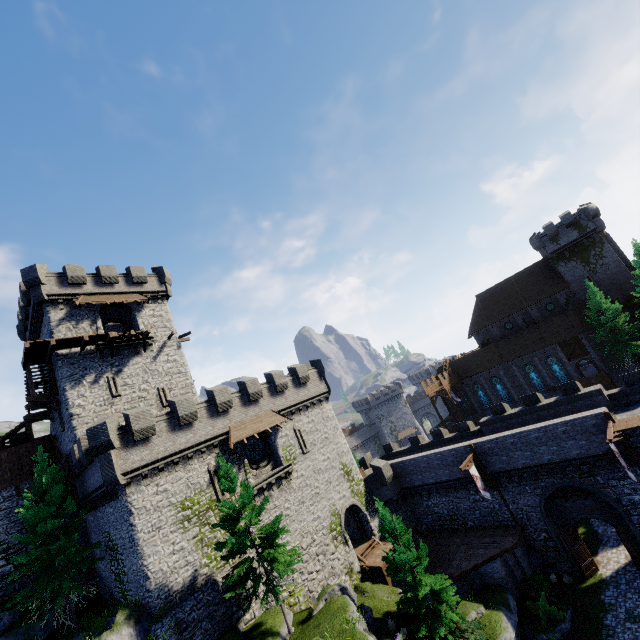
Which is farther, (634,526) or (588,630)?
(634,526)

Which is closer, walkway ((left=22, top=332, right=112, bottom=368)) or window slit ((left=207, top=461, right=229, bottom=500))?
window slit ((left=207, top=461, right=229, bottom=500))

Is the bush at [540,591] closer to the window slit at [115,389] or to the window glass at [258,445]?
the window glass at [258,445]

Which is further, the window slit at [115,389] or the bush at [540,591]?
the window slit at [115,389]

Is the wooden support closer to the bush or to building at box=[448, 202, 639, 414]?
the bush

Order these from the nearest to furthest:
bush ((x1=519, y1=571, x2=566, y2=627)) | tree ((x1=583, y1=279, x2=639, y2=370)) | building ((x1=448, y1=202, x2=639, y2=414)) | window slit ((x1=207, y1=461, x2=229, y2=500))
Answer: bush ((x1=519, y1=571, x2=566, y2=627))
window slit ((x1=207, y1=461, x2=229, y2=500))
tree ((x1=583, y1=279, x2=639, y2=370))
building ((x1=448, y1=202, x2=639, y2=414))

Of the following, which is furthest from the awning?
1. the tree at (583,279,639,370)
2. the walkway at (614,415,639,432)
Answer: the tree at (583,279,639,370)

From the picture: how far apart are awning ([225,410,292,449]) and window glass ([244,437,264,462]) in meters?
1.3 m
